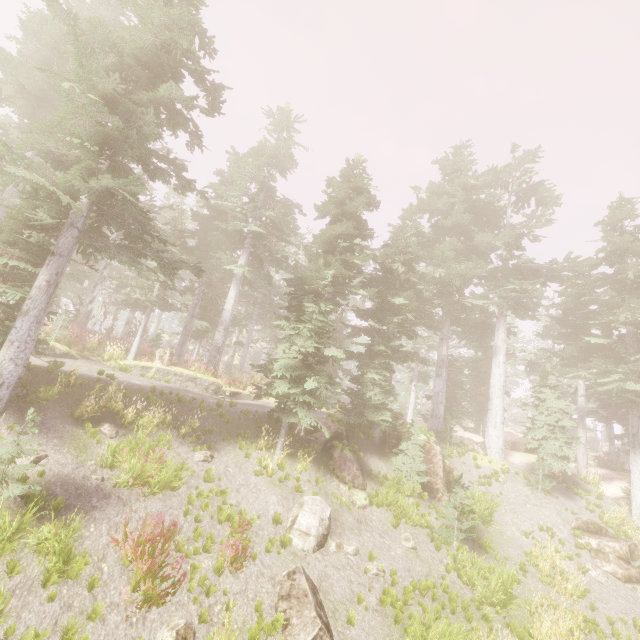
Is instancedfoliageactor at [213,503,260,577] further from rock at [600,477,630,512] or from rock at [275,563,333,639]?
rock at [275,563,333,639]

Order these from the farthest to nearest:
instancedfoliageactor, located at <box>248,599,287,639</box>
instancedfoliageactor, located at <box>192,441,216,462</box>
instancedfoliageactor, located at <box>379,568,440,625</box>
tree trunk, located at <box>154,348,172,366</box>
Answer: tree trunk, located at <box>154,348,172,366</box>, instancedfoliageactor, located at <box>192,441,216,462</box>, instancedfoliageactor, located at <box>379,568,440,625</box>, instancedfoliageactor, located at <box>248,599,287,639</box>

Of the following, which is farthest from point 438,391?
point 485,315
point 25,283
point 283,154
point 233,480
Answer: point 25,283

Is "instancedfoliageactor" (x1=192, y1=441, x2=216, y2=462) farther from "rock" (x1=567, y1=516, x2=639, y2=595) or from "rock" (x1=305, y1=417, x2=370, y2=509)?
"rock" (x1=567, y1=516, x2=639, y2=595)

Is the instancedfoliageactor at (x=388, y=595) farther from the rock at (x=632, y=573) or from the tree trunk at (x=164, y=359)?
the rock at (x=632, y=573)

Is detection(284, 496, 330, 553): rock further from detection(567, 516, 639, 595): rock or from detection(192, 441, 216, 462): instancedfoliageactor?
detection(567, 516, 639, 595): rock

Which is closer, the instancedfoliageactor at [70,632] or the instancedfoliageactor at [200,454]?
the instancedfoliageactor at [70,632]

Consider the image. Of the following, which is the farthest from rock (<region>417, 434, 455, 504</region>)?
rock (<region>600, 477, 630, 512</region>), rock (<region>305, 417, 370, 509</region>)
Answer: rock (<region>600, 477, 630, 512</region>)
